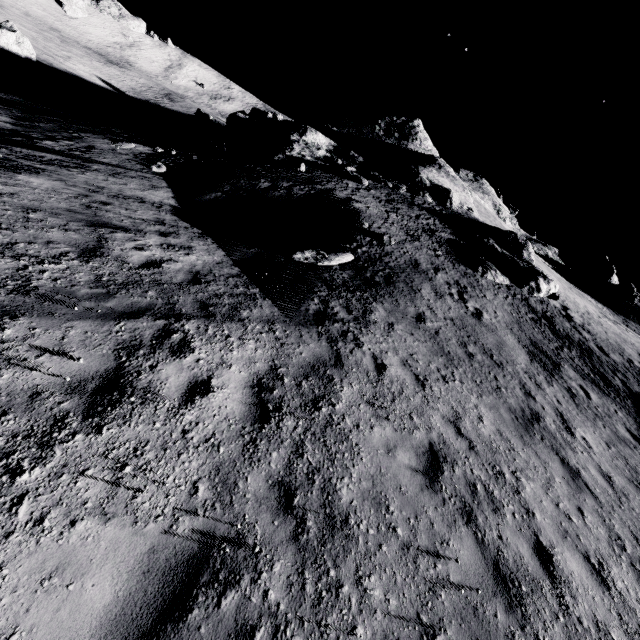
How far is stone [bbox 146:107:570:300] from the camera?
20.70m

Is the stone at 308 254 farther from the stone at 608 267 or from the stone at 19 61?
the stone at 19 61

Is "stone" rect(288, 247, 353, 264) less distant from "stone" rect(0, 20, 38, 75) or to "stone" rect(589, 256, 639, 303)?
"stone" rect(589, 256, 639, 303)

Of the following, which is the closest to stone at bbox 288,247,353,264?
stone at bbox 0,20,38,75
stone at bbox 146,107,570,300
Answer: stone at bbox 146,107,570,300

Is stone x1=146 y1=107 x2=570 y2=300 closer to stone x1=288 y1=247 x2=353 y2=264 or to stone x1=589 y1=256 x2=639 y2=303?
stone x1=288 y1=247 x2=353 y2=264

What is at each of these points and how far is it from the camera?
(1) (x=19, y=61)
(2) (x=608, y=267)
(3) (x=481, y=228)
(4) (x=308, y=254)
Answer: (1) stone, 33.91m
(2) stone, 42.66m
(3) stone, 25.78m
(4) stone, 11.91m

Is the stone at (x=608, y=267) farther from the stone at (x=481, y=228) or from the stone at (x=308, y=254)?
the stone at (x=308, y=254)

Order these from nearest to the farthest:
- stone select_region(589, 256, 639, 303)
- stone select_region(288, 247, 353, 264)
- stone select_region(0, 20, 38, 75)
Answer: stone select_region(288, 247, 353, 264), stone select_region(0, 20, 38, 75), stone select_region(589, 256, 639, 303)
